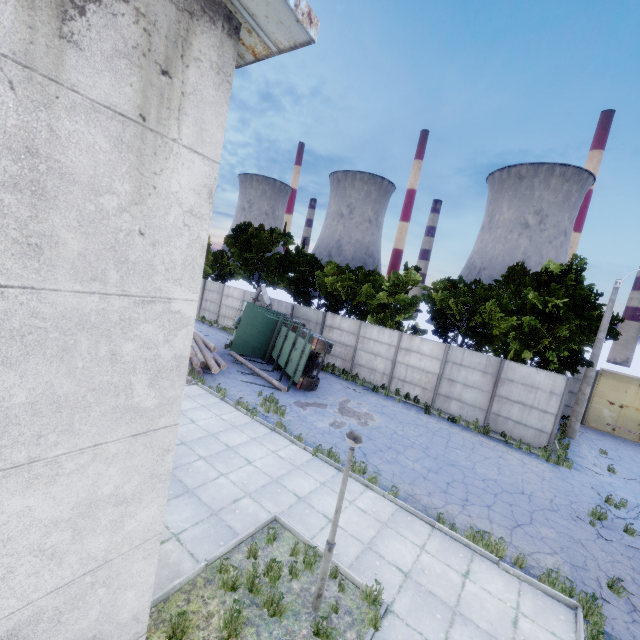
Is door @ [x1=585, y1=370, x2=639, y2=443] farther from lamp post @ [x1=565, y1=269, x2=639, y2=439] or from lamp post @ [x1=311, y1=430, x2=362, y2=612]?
lamp post @ [x1=311, y1=430, x2=362, y2=612]

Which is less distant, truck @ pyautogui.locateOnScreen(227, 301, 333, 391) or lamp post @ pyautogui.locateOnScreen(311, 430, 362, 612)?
lamp post @ pyautogui.locateOnScreen(311, 430, 362, 612)

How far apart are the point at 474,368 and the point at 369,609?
14.0m

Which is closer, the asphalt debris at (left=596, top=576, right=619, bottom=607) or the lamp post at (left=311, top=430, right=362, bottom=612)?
the lamp post at (left=311, top=430, right=362, bottom=612)

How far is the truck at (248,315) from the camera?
16.2 meters

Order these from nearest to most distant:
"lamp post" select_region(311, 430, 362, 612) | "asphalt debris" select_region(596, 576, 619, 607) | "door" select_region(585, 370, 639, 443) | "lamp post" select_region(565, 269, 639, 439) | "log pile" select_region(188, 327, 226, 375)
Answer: "lamp post" select_region(311, 430, 362, 612) → "asphalt debris" select_region(596, 576, 619, 607) → "log pile" select_region(188, 327, 226, 375) → "lamp post" select_region(565, 269, 639, 439) → "door" select_region(585, 370, 639, 443)

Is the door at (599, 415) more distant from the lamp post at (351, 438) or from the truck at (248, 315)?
the lamp post at (351, 438)

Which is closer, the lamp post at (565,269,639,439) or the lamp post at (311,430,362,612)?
the lamp post at (311,430,362,612)
